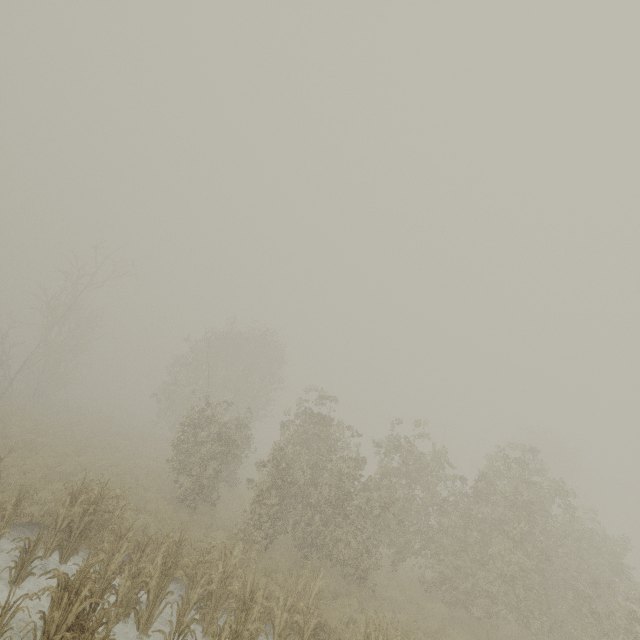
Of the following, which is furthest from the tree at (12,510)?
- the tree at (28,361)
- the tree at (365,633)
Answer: the tree at (28,361)

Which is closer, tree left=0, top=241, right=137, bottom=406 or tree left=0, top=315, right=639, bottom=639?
tree left=0, top=315, right=639, bottom=639

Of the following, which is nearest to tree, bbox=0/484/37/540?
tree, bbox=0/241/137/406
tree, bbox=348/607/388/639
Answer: tree, bbox=348/607/388/639

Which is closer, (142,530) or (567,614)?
(142,530)

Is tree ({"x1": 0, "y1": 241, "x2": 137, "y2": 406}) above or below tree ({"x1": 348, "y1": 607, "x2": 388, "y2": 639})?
above

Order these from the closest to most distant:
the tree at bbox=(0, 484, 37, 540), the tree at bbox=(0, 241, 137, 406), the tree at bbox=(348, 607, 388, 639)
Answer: the tree at bbox=(348, 607, 388, 639)
the tree at bbox=(0, 484, 37, 540)
the tree at bbox=(0, 241, 137, 406)

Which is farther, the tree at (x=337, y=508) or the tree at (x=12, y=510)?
the tree at (x=12, y=510)
